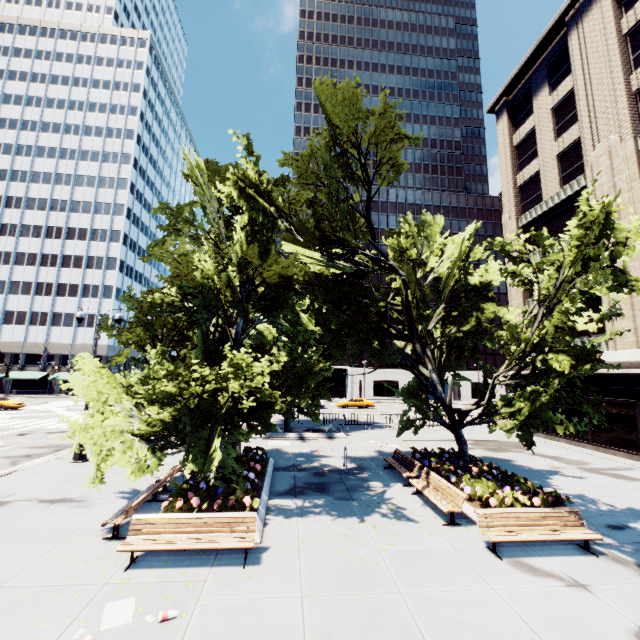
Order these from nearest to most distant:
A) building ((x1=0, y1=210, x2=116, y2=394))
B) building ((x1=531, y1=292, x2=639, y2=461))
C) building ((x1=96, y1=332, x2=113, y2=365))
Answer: building ((x1=531, y1=292, x2=639, y2=461))
building ((x1=0, y1=210, x2=116, y2=394))
building ((x1=96, y1=332, x2=113, y2=365))

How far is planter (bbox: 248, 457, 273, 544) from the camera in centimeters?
847cm

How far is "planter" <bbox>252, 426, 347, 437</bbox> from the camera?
22.2m

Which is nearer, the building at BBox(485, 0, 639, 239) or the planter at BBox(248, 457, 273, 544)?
the planter at BBox(248, 457, 273, 544)

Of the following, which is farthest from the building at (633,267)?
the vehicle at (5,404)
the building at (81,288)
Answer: the building at (81,288)

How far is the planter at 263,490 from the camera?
8.5 meters

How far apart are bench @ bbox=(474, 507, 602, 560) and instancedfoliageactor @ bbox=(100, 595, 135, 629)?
7.8m

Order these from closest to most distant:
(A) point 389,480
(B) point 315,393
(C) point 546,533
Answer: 1. (C) point 546,533
2. (B) point 315,393
3. (A) point 389,480
